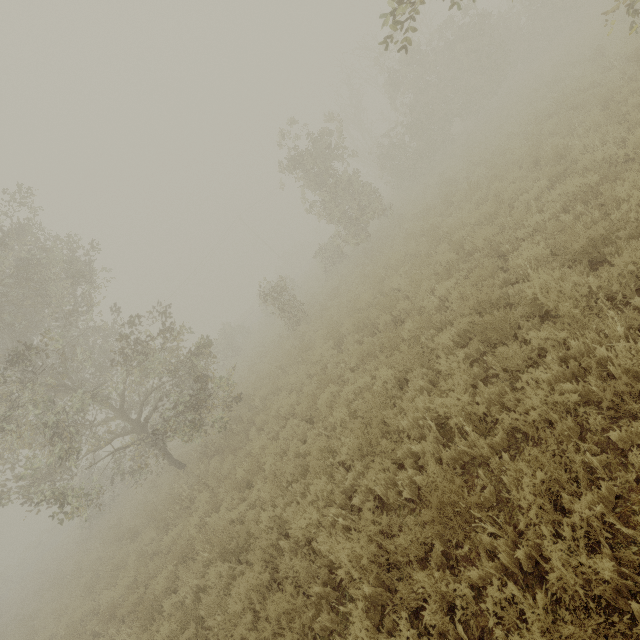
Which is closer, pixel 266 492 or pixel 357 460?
pixel 357 460
